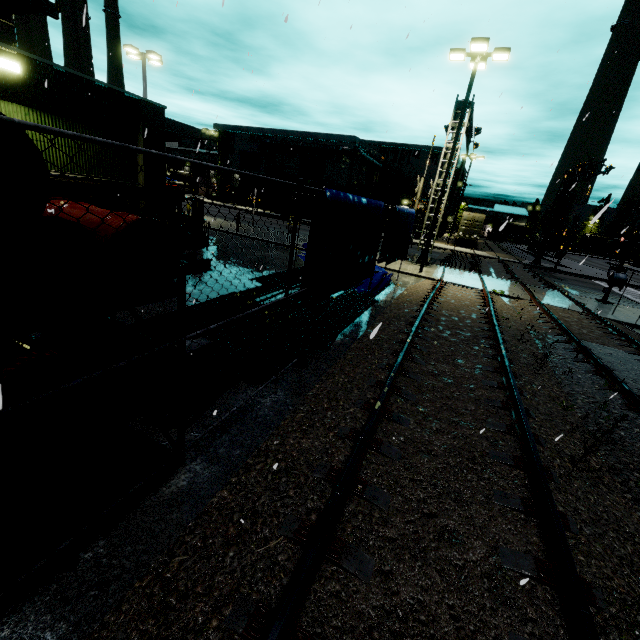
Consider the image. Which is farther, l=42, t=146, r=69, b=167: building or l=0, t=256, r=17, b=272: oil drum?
l=42, t=146, r=69, b=167: building

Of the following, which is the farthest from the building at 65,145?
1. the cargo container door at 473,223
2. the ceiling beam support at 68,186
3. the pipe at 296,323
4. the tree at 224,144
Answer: the pipe at 296,323

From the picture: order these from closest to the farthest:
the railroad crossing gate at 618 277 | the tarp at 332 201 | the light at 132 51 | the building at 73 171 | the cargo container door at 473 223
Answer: the tarp at 332 201
the building at 73 171
the railroad crossing gate at 618 277
the light at 132 51
the cargo container door at 473 223

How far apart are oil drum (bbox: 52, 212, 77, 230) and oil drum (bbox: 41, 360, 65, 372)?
0.4m

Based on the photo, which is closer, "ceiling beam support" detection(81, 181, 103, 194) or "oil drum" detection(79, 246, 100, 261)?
"oil drum" detection(79, 246, 100, 261)

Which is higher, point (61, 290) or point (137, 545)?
point (61, 290)

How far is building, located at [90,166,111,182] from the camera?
9.60m
